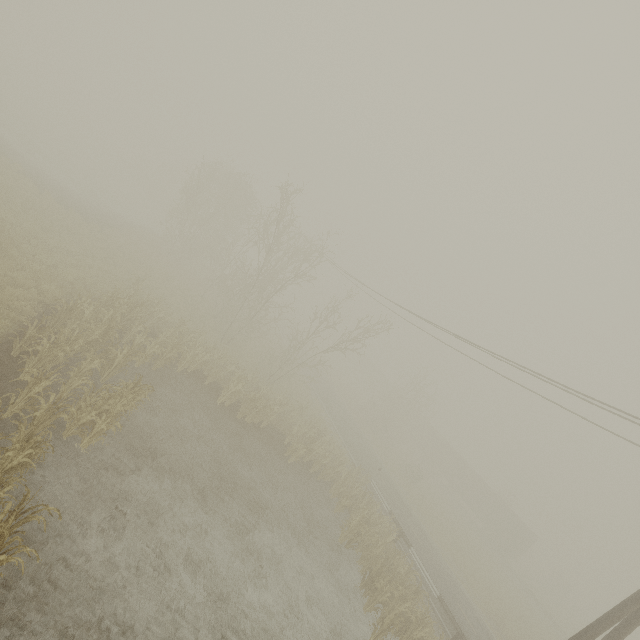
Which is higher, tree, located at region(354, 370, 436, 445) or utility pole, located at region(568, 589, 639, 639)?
utility pole, located at region(568, 589, 639, 639)

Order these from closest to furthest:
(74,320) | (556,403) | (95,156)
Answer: (74,320), (556,403), (95,156)

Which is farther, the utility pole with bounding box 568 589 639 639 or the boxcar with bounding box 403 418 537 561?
the boxcar with bounding box 403 418 537 561

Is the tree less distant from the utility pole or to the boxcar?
the boxcar

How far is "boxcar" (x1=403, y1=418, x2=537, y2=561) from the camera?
38.5 meters

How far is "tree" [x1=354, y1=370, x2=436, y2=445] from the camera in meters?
38.9

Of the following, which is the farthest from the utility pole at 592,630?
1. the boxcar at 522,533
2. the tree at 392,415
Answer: the boxcar at 522,533

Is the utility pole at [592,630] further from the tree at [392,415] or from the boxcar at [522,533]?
the boxcar at [522,533]
